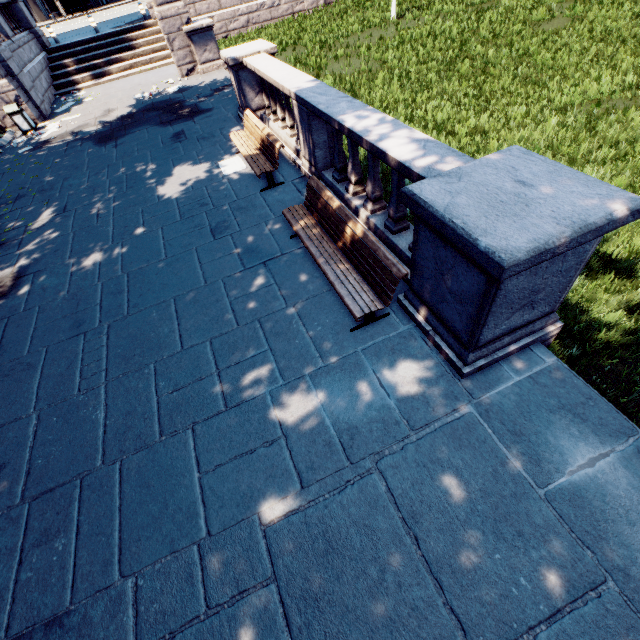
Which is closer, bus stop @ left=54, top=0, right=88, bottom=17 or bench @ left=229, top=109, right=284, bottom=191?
bench @ left=229, top=109, right=284, bottom=191

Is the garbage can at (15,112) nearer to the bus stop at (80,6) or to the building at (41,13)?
the bus stop at (80,6)

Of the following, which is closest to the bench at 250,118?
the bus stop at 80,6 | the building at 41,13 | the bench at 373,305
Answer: the bench at 373,305

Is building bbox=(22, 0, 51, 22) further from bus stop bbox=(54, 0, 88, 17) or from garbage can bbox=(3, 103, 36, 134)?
garbage can bbox=(3, 103, 36, 134)

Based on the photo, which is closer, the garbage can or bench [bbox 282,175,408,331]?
bench [bbox 282,175,408,331]

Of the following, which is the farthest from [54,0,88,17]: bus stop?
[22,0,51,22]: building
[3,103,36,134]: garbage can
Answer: [3,103,36,134]: garbage can

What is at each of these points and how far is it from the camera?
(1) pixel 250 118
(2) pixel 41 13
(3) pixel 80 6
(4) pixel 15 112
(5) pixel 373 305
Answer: (1) bench, 8.2 meters
(2) building, 45.1 meters
(3) bus stop, 42.7 meters
(4) garbage can, 13.3 meters
(5) bench, 4.1 meters

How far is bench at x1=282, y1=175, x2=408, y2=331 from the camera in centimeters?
404cm
